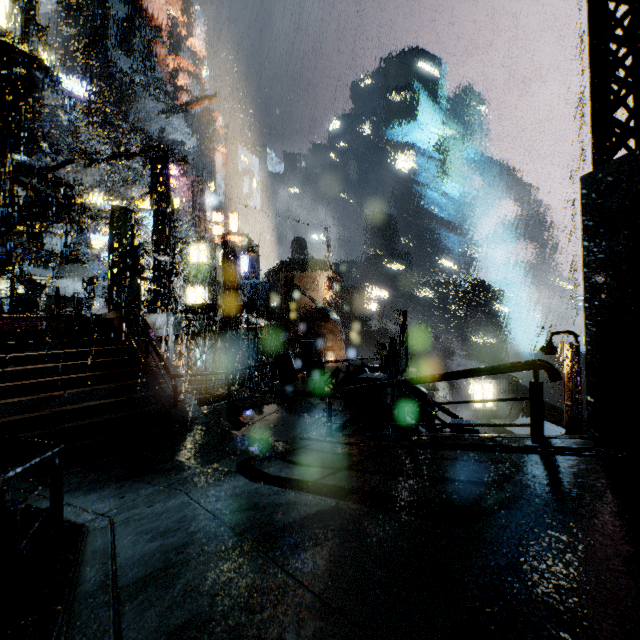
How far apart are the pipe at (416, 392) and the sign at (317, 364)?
3.79m

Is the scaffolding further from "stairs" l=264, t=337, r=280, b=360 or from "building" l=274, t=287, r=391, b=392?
"stairs" l=264, t=337, r=280, b=360

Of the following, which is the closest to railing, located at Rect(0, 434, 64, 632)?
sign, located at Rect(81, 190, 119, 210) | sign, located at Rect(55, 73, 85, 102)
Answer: sign, located at Rect(81, 190, 119, 210)

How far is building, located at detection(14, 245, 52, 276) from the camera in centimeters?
2223cm

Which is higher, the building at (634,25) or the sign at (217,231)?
the sign at (217,231)

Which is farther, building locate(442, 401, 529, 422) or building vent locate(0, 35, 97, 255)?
building locate(442, 401, 529, 422)

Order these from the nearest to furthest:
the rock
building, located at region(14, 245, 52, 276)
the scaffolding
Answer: the scaffolding
building, located at region(14, 245, 52, 276)
the rock

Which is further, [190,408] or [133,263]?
[133,263]
